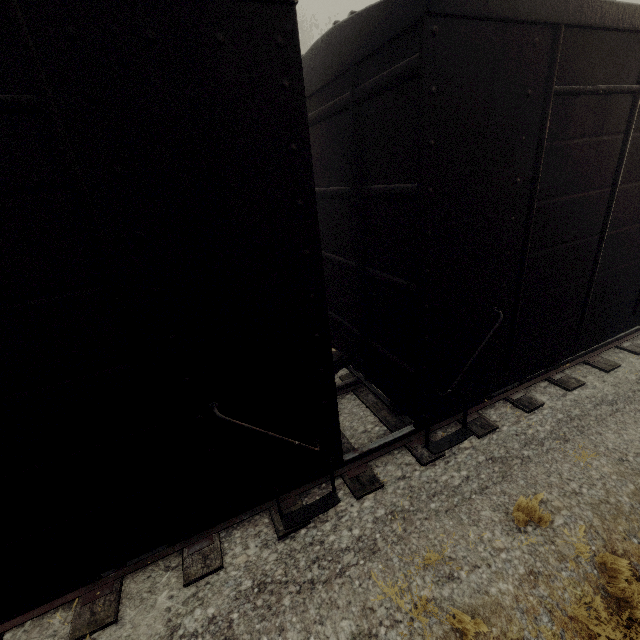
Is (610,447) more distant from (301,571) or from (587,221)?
(301,571)
